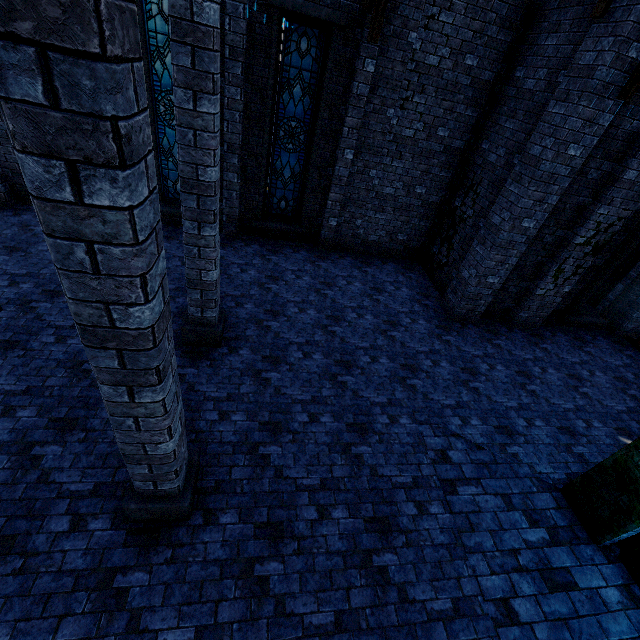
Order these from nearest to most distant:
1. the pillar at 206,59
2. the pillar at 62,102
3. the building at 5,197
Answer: the pillar at 62,102 < the pillar at 206,59 < the building at 5,197

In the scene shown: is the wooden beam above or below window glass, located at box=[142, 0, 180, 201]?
below

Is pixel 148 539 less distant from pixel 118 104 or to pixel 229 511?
pixel 229 511

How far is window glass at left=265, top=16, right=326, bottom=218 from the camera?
7.5m

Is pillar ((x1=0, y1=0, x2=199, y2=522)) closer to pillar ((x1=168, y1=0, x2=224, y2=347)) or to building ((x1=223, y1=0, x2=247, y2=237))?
building ((x1=223, y1=0, x2=247, y2=237))

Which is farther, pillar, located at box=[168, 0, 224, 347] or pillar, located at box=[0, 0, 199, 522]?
pillar, located at box=[168, 0, 224, 347]

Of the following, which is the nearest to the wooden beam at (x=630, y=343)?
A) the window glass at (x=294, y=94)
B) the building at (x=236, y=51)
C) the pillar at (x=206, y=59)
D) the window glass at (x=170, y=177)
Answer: the building at (x=236, y=51)

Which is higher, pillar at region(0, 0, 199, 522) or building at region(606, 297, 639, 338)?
pillar at region(0, 0, 199, 522)
